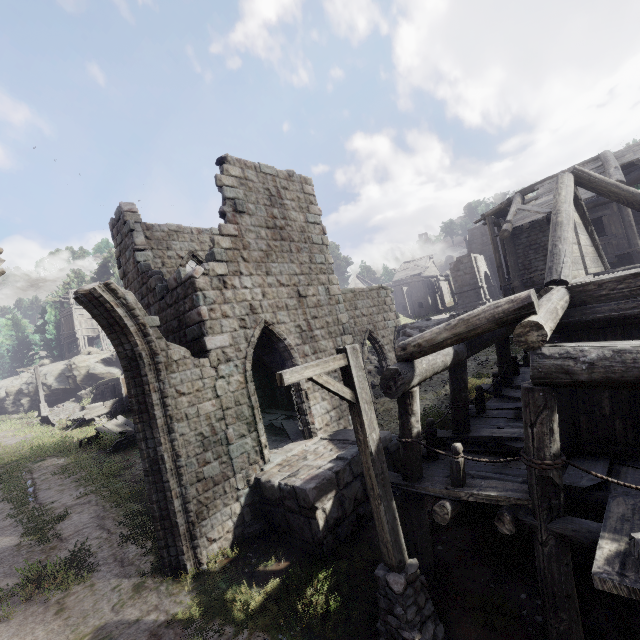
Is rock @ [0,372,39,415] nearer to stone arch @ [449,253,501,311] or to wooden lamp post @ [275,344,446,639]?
stone arch @ [449,253,501,311]

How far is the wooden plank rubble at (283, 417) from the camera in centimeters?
1131cm

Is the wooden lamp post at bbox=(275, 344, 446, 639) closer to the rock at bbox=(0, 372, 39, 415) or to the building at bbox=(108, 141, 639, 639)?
the building at bbox=(108, 141, 639, 639)

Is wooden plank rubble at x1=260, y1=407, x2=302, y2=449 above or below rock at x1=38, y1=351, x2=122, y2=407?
below

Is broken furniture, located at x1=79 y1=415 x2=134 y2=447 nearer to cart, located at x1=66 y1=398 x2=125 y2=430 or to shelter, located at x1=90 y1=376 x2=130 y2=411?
shelter, located at x1=90 y1=376 x2=130 y2=411

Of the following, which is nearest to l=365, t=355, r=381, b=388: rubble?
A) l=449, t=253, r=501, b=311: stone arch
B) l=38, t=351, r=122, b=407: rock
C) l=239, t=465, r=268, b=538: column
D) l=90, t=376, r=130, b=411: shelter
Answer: l=90, t=376, r=130, b=411: shelter

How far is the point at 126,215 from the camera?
11.68m

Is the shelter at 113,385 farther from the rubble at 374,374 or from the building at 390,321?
the rubble at 374,374
